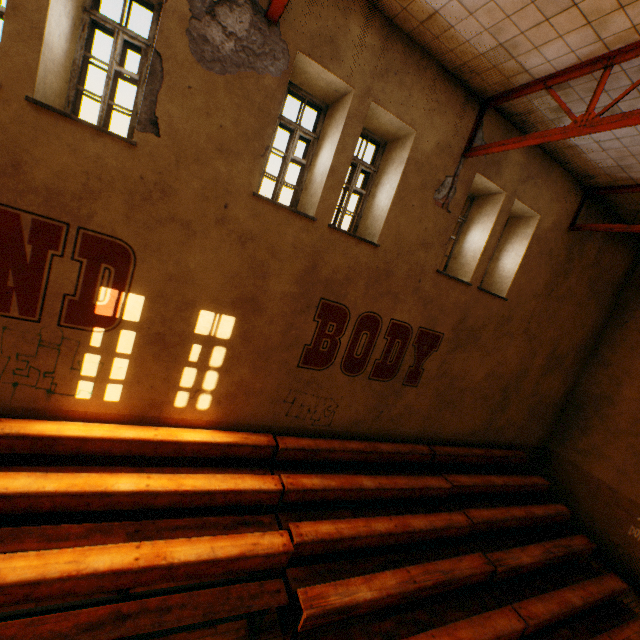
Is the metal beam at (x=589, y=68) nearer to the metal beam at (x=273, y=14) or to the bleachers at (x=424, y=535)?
the metal beam at (x=273, y=14)

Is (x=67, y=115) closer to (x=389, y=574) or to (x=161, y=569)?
(x=161, y=569)

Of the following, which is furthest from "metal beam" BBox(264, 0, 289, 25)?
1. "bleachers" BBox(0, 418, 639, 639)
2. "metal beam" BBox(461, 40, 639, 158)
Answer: "bleachers" BBox(0, 418, 639, 639)

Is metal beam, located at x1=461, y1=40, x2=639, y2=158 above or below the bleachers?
above

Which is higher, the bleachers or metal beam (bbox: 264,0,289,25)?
metal beam (bbox: 264,0,289,25)

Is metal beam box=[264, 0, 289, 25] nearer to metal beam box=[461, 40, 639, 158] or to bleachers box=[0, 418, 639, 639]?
metal beam box=[461, 40, 639, 158]

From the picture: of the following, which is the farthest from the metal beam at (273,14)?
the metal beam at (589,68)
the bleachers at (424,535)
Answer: the bleachers at (424,535)
